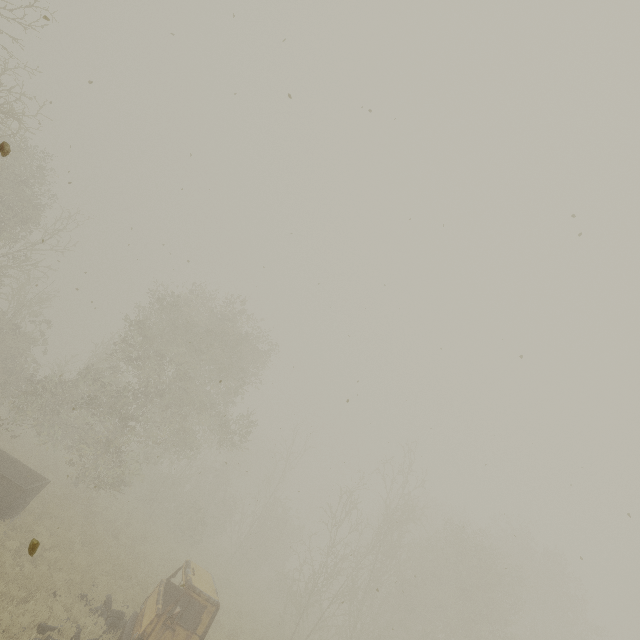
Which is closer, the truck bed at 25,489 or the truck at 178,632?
the truck at 178,632

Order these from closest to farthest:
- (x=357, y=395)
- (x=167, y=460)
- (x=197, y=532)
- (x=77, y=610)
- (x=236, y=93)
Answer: (x=236, y=93) < (x=77, y=610) < (x=357, y=395) < (x=197, y=532) < (x=167, y=460)

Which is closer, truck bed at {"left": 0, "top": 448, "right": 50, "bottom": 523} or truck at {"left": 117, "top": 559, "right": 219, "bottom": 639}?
truck at {"left": 117, "top": 559, "right": 219, "bottom": 639}
